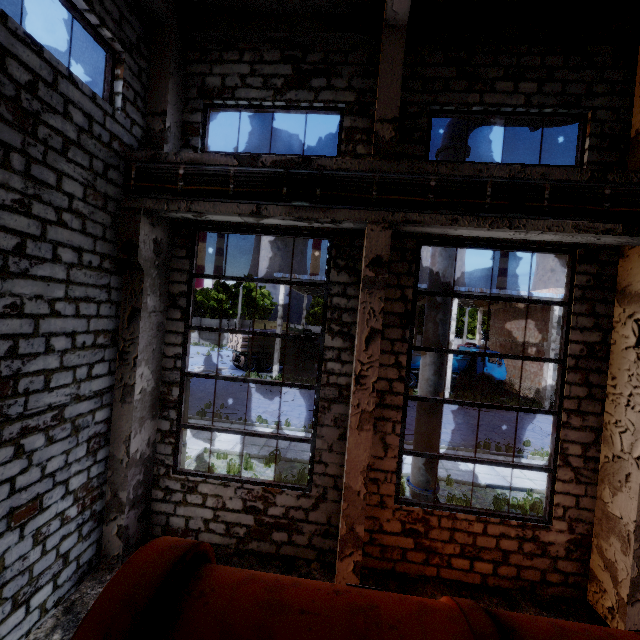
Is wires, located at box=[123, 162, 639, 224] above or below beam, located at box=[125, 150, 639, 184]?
below

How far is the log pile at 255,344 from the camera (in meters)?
26.59

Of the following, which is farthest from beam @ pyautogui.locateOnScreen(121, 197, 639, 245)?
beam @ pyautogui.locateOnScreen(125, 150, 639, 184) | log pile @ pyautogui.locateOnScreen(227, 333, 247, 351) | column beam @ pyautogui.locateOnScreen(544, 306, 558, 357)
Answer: log pile @ pyautogui.locateOnScreen(227, 333, 247, 351)

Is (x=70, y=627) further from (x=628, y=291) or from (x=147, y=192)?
(x=628, y=291)

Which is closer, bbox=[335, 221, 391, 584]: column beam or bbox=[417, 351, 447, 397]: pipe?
bbox=[335, 221, 391, 584]: column beam

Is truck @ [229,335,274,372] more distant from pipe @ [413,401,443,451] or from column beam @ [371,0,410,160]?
column beam @ [371,0,410,160]

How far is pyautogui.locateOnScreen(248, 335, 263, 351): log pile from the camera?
26.6m

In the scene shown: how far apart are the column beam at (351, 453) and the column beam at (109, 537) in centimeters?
380cm
